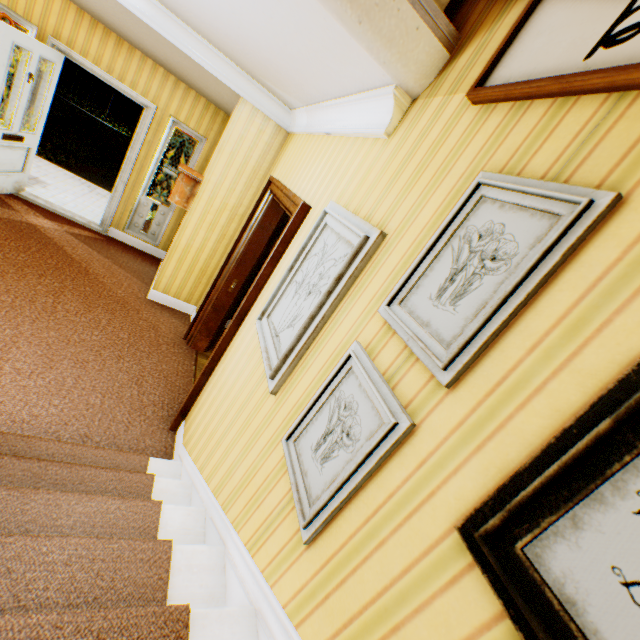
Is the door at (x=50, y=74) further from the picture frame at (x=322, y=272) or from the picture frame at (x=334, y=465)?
the picture frame at (x=334, y=465)

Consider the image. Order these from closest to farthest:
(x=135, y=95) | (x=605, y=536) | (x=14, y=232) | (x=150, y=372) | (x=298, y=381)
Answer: (x=605, y=536), (x=298, y=381), (x=150, y=372), (x=14, y=232), (x=135, y=95)

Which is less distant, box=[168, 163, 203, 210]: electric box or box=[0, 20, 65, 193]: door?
box=[0, 20, 65, 193]: door

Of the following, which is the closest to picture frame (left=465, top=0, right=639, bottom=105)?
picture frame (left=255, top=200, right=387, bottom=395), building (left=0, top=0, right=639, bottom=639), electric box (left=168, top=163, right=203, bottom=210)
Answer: building (left=0, top=0, right=639, bottom=639)

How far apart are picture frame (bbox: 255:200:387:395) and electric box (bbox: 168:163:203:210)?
3.0m

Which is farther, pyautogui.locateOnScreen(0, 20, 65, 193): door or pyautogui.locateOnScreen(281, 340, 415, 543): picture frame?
pyautogui.locateOnScreen(0, 20, 65, 193): door

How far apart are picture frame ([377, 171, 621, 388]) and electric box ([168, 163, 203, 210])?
4.1m

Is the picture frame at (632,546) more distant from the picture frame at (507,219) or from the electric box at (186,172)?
the electric box at (186,172)
